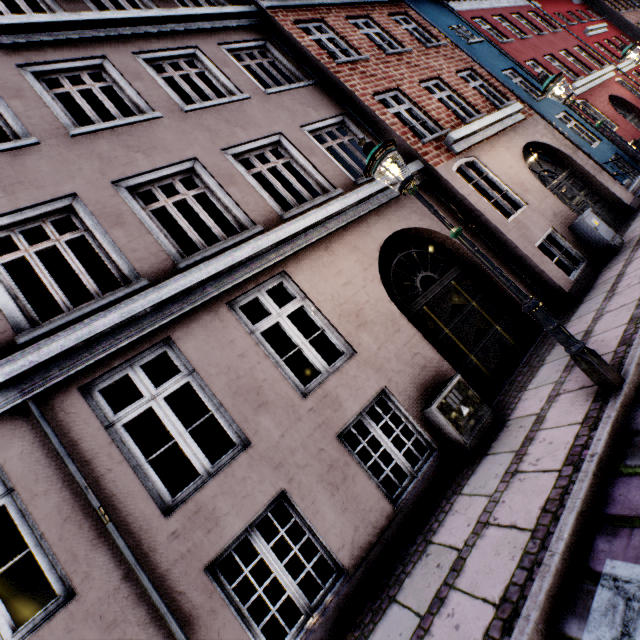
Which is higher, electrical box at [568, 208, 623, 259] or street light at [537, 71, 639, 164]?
street light at [537, 71, 639, 164]

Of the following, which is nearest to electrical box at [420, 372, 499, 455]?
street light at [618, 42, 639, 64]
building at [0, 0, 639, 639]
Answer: building at [0, 0, 639, 639]

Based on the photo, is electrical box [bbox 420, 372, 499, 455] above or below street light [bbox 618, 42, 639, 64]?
below

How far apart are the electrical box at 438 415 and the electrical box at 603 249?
5.35m

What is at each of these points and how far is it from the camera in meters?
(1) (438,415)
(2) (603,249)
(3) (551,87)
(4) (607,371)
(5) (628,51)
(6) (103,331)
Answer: (1) electrical box, 4.5
(2) electrical box, 7.2
(3) street light, 6.8
(4) street light, 3.3
(5) street light, 10.2
(6) building, 3.8

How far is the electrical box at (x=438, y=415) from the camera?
4.4m

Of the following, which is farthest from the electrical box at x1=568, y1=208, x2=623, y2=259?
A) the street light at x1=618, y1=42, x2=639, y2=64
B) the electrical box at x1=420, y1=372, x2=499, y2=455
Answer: the electrical box at x1=420, y1=372, x2=499, y2=455

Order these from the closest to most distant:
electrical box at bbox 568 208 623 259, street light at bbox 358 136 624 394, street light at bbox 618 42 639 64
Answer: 1. street light at bbox 358 136 624 394
2. electrical box at bbox 568 208 623 259
3. street light at bbox 618 42 639 64
